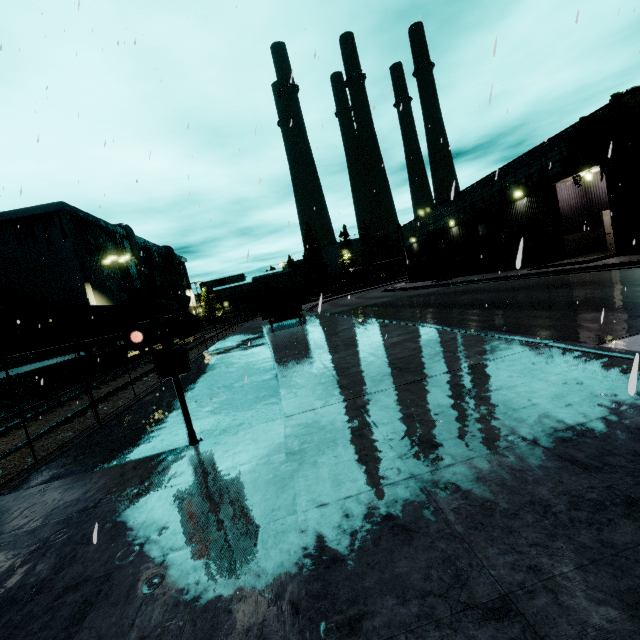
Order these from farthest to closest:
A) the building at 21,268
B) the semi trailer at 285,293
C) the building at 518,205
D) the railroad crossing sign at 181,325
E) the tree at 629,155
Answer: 1. the building at 21,268
2. the semi trailer at 285,293
3. the building at 518,205
4. the tree at 629,155
5. the railroad crossing sign at 181,325

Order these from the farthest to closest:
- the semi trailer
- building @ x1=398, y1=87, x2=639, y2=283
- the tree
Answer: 1. the semi trailer
2. building @ x1=398, y1=87, x2=639, y2=283
3. the tree

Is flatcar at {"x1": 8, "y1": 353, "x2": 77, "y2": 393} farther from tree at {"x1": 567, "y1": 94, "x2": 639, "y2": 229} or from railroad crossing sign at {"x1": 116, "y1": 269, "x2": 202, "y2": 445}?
railroad crossing sign at {"x1": 116, "y1": 269, "x2": 202, "y2": 445}

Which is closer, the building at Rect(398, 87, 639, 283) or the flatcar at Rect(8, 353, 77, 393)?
the flatcar at Rect(8, 353, 77, 393)

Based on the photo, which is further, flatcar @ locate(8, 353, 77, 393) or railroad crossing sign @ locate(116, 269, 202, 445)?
flatcar @ locate(8, 353, 77, 393)

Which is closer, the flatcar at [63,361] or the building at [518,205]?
the flatcar at [63,361]

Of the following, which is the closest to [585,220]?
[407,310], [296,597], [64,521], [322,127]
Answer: [407,310]

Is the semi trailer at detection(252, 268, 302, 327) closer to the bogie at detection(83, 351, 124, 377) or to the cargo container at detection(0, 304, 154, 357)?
the cargo container at detection(0, 304, 154, 357)
